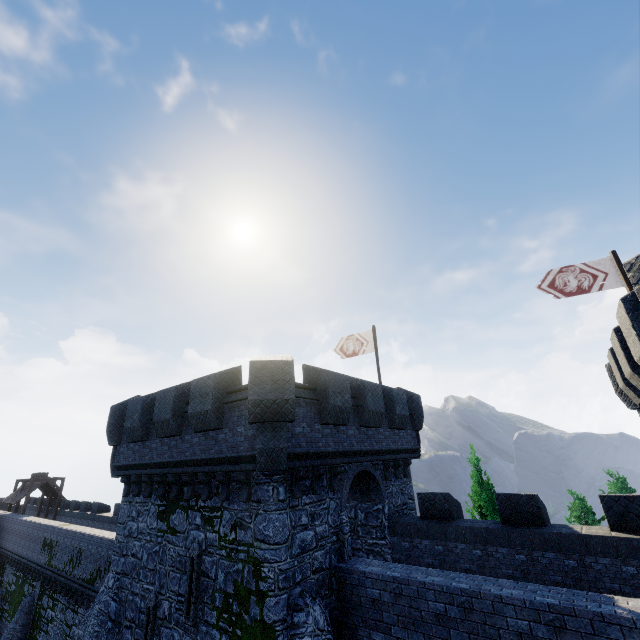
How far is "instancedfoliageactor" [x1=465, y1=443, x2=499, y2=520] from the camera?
16.7m

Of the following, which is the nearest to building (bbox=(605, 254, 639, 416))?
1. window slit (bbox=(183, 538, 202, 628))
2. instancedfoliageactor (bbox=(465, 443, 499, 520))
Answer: window slit (bbox=(183, 538, 202, 628))

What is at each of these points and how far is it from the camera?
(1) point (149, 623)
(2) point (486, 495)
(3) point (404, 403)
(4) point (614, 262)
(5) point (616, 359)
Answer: (1) window slit, 10.7m
(2) instancedfoliageactor, 16.8m
(3) building, 15.5m
(4) flag, 13.0m
(5) building, 10.5m

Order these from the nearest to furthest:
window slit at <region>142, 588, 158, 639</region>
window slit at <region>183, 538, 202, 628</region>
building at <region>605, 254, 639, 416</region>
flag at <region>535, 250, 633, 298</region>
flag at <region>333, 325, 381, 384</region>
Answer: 1. building at <region>605, 254, 639, 416</region>
2. window slit at <region>183, 538, 202, 628</region>
3. window slit at <region>142, 588, 158, 639</region>
4. flag at <region>535, 250, 633, 298</region>
5. flag at <region>333, 325, 381, 384</region>

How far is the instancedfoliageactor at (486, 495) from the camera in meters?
16.7

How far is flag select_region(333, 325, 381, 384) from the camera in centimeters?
1861cm

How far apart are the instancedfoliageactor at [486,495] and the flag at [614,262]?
9.7m

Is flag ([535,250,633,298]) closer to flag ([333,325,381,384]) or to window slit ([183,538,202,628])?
flag ([333,325,381,384])
